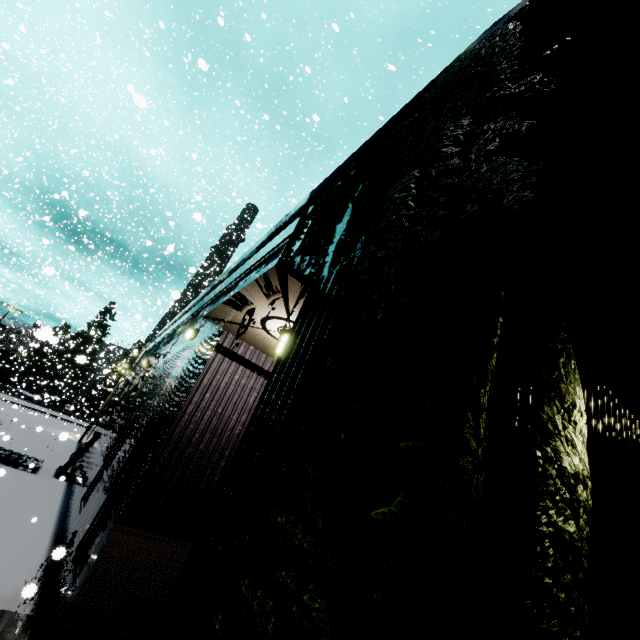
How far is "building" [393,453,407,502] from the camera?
1.2m

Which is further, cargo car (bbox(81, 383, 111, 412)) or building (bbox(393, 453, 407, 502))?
cargo car (bbox(81, 383, 111, 412))

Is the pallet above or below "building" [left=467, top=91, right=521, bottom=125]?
below

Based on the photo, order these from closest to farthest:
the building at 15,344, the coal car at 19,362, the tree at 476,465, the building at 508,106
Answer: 1. the tree at 476,465
2. the building at 508,106
3. the coal car at 19,362
4. the building at 15,344

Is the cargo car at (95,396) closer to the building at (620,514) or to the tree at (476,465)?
the building at (620,514)

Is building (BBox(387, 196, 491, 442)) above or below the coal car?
above

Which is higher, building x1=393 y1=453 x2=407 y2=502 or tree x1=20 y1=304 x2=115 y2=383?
tree x1=20 y1=304 x2=115 y2=383

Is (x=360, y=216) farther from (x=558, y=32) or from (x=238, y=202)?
(x=238, y=202)
